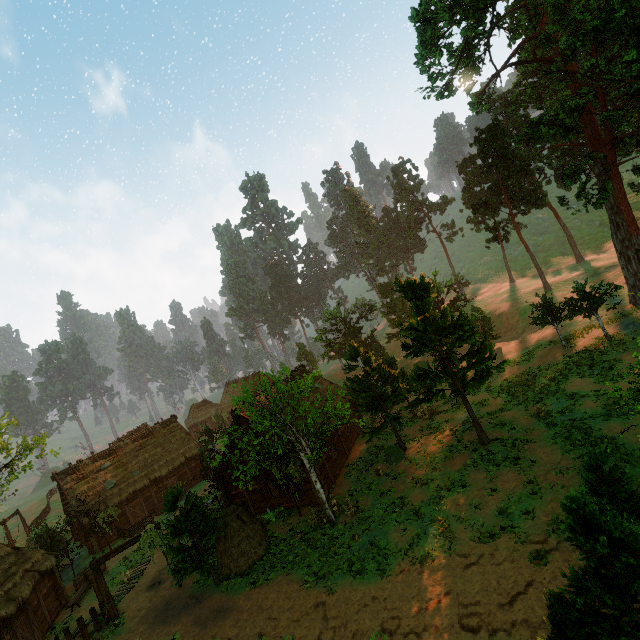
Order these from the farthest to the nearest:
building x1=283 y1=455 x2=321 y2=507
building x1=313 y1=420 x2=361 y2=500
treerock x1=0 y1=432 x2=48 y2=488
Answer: treerock x1=0 y1=432 x2=48 y2=488 → building x1=313 y1=420 x2=361 y2=500 → building x1=283 y1=455 x2=321 y2=507

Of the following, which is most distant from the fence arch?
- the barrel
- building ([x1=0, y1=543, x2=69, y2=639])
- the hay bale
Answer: the barrel

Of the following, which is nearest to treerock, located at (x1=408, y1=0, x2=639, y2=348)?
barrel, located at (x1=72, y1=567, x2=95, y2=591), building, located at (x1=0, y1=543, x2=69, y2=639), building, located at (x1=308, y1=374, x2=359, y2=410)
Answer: building, located at (x1=308, y1=374, x2=359, y2=410)

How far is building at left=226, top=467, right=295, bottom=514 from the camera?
22.94m

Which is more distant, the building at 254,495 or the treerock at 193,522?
the building at 254,495

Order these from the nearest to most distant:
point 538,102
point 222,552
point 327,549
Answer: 1. point 327,549
2. point 222,552
3. point 538,102

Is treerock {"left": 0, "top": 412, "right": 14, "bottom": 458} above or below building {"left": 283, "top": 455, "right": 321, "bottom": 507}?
above
